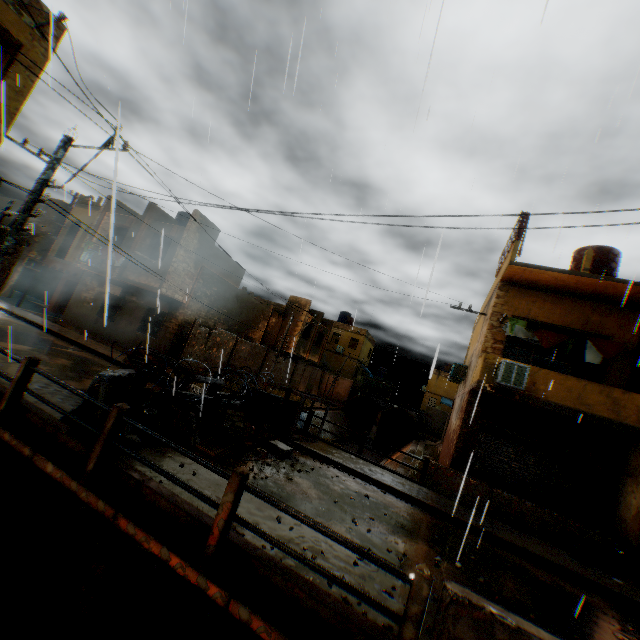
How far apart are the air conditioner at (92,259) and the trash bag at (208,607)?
18.4m

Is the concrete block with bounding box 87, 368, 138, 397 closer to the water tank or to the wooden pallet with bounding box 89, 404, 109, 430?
the wooden pallet with bounding box 89, 404, 109, 430

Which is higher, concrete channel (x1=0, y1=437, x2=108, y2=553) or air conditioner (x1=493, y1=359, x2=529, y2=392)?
air conditioner (x1=493, y1=359, x2=529, y2=392)

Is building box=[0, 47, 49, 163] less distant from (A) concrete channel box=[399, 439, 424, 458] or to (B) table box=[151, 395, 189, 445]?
(A) concrete channel box=[399, 439, 424, 458]

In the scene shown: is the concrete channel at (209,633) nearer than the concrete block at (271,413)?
Yes

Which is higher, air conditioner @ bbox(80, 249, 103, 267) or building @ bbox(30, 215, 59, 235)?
building @ bbox(30, 215, 59, 235)

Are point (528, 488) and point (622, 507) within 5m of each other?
yes

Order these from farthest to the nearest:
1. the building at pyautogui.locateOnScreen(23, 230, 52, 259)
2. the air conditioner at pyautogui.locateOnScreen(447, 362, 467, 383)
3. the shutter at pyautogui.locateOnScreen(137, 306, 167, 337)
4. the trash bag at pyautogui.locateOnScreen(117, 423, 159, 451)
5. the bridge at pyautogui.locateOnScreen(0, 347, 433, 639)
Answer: the building at pyautogui.locateOnScreen(23, 230, 52, 259) → the shutter at pyautogui.locateOnScreen(137, 306, 167, 337) → the air conditioner at pyautogui.locateOnScreen(447, 362, 467, 383) → the trash bag at pyautogui.locateOnScreen(117, 423, 159, 451) → the bridge at pyautogui.locateOnScreen(0, 347, 433, 639)
